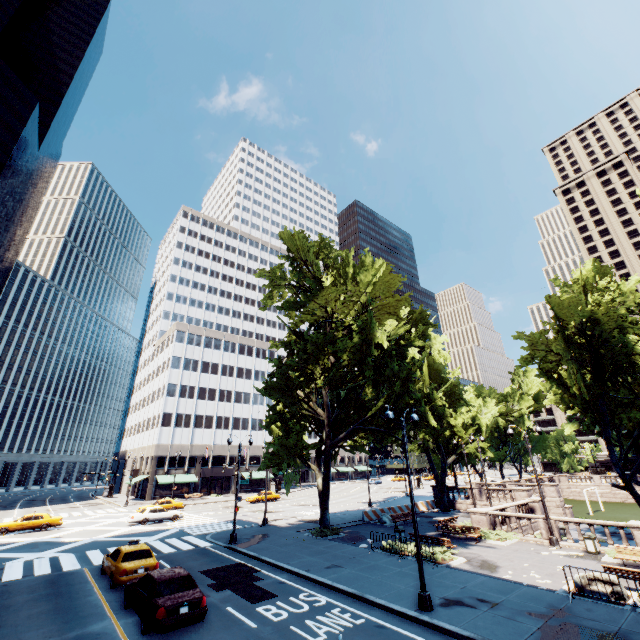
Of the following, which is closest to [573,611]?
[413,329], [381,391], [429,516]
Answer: [381,391]

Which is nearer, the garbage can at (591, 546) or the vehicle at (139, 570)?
the vehicle at (139, 570)

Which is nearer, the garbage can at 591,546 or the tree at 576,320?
the garbage can at 591,546

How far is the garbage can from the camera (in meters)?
18.62

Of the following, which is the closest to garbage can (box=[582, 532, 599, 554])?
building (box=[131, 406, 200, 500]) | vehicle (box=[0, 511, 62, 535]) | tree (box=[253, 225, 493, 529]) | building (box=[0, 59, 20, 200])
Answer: tree (box=[253, 225, 493, 529])

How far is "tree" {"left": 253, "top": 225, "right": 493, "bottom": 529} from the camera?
22.1m

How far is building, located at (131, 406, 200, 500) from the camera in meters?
55.6 m

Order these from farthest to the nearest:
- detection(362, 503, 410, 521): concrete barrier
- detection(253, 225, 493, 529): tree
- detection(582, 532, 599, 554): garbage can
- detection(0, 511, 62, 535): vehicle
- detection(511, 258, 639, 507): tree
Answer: detection(362, 503, 410, 521): concrete barrier, detection(0, 511, 62, 535): vehicle, detection(511, 258, 639, 507): tree, detection(253, 225, 493, 529): tree, detection(582, 532, 599, 554): garbage can
